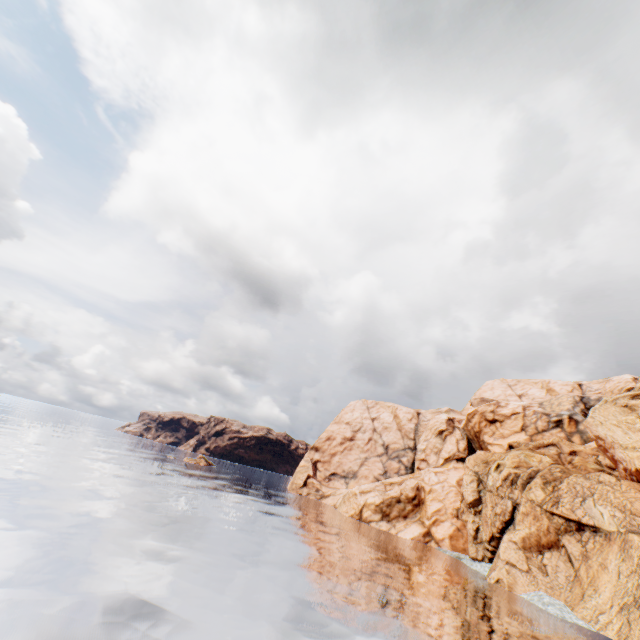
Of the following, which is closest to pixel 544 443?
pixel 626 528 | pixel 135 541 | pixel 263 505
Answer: pixel 626 528
